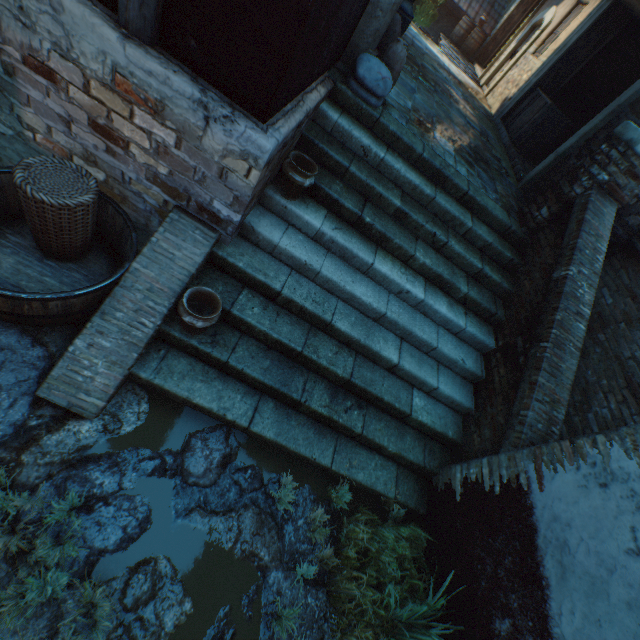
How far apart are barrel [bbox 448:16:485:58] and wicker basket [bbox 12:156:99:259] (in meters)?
18.74

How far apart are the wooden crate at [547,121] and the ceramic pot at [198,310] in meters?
8.5

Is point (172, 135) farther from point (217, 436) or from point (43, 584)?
point (43, 584)

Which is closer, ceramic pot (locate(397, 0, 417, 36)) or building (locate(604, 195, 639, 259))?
building (locate(604, 195, 639, 259))

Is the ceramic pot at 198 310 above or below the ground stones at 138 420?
above

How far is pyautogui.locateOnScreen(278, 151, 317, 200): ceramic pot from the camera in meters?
3.3 m

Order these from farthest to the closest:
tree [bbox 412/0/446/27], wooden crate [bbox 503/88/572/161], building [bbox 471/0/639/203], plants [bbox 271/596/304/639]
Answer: tree [bbox 412/0/446/27]
wooden crate [bbox 503/88/572/161]
building [bbox 471/0/639/203]
plants [bbox 271/596/304/639]

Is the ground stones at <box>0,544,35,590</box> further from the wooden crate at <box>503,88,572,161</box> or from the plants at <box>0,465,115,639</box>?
the wooden crate at <box>503,88,572,161</box>
